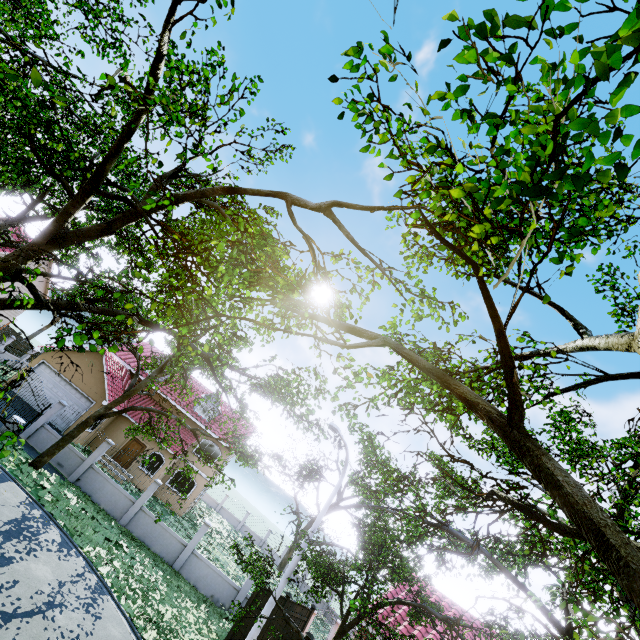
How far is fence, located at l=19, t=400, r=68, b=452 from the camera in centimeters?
1780cm

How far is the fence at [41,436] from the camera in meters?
17.8 m

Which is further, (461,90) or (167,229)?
(167,229)

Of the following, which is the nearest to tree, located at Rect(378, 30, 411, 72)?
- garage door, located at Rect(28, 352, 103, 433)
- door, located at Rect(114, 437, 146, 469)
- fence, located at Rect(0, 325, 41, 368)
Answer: fence, located at Rect(0, 325, 41, 368)

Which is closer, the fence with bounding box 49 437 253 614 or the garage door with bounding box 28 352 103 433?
the fence with bounding box 49 437 253 614

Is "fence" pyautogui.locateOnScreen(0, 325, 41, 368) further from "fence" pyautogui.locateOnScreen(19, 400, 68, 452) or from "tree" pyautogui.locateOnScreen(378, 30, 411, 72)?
"fence" pyautogui.locateOnScreen(19, 400, 68, 452)

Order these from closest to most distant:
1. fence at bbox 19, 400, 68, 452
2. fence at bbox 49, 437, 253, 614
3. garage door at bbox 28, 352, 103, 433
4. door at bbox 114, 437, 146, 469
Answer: fence at bbox 49, 437, 253, 614 → fence at bbox 19, 400, 68, 452 → garage door at bbox 28, 352, 103, 433 → door at bbox 114, 437, 146, 469

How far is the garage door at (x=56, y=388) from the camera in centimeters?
2228cm
